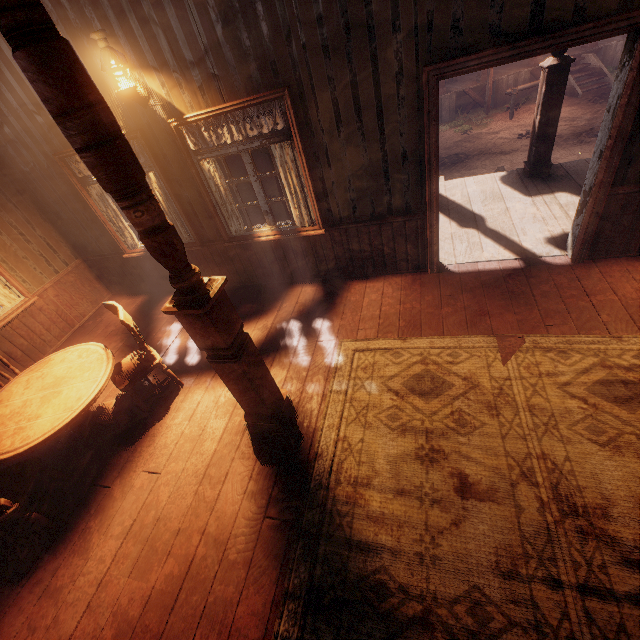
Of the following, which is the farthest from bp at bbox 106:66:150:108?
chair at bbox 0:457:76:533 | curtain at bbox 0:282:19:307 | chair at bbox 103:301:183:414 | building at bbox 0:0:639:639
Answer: chair at bbox 0:457:76:533

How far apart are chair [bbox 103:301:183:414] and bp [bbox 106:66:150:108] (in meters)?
2.29

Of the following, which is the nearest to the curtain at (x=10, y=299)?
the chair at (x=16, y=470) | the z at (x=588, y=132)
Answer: the z at (x=588, y=132)

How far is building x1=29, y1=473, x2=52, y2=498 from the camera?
3.34m

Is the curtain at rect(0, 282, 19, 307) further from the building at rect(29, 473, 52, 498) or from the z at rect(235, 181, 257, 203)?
the z at rect(235, 181, 257, 203)

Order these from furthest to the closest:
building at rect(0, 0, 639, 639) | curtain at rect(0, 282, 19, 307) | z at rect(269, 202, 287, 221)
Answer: z at rect(269, 202, 287, 221) < curtain at rect(0, 282, 19, 307) < building at rect(0, 0, 639, 639)

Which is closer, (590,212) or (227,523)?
(227,523)

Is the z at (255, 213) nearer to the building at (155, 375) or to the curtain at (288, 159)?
the building at (155, 375)
